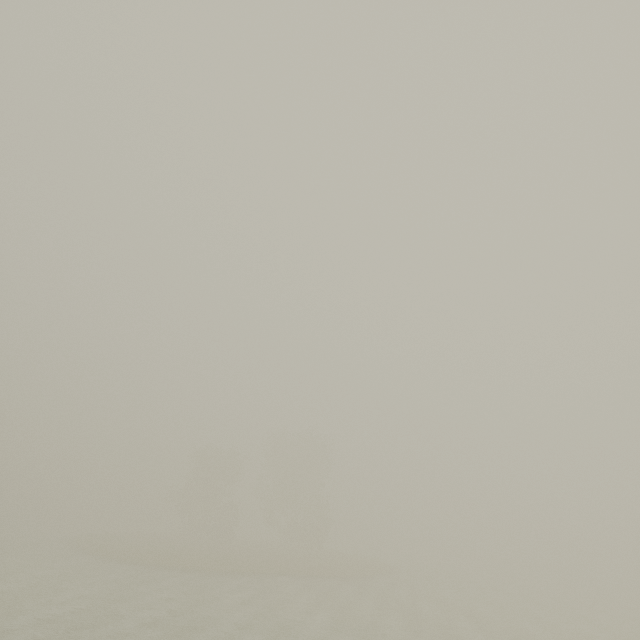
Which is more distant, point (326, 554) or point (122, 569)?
point (326, 554)
